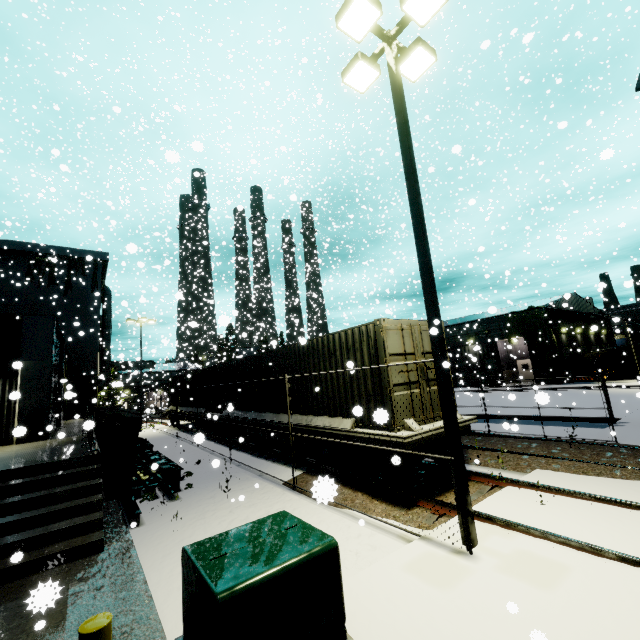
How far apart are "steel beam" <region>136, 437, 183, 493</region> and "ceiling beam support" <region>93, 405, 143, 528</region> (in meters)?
0.84

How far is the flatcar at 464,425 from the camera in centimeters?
805cm

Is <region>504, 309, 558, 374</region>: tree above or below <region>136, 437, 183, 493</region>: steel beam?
above

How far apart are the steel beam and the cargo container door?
6.3m

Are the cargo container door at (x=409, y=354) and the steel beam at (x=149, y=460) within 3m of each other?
no

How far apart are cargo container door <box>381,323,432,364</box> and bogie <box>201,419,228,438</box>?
13.2m

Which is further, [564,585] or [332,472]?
[332,472]

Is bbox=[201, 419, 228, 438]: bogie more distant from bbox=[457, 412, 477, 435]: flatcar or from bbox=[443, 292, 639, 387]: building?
bbox=[443, 292, 639, 387]: building
